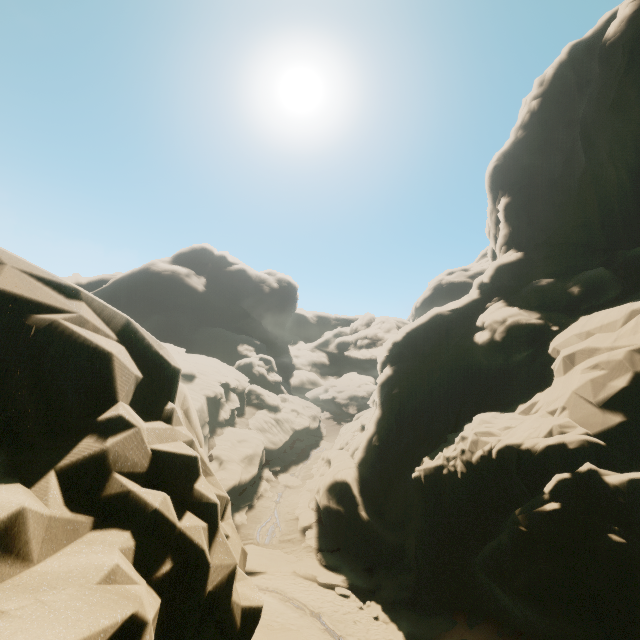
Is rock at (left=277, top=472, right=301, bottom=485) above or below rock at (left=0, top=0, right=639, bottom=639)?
below

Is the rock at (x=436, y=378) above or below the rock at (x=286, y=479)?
above

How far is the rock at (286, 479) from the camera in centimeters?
3506cm

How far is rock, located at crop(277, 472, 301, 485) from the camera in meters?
35.1 m

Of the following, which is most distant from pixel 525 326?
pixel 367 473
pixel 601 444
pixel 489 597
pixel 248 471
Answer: pixel 248 471

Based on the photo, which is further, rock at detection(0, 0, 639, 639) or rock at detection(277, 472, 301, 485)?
rock at detection(277, 472, 301, 485)
